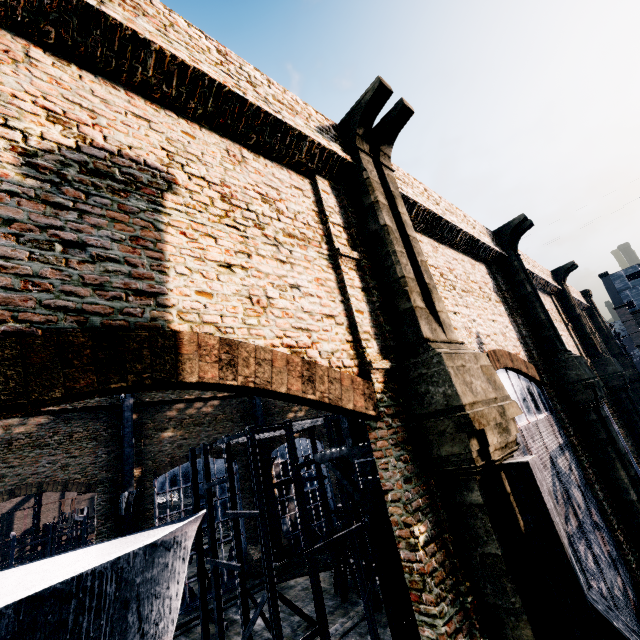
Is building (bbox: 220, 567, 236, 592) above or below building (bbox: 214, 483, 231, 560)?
below

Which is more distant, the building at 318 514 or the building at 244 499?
the building at 318 514

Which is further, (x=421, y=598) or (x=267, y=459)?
(x=267, y=459)

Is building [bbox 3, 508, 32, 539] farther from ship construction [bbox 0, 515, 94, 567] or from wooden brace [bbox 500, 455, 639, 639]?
wooden brace [bbox 500, 455, 639, 639]

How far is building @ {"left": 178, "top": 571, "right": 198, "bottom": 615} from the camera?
25.6 meters

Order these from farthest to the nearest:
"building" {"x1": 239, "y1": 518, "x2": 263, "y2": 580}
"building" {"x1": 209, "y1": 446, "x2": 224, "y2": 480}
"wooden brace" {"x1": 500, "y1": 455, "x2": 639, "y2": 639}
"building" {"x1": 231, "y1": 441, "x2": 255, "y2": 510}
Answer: "building" {"x1": 231, "y1": 441, "x2": 255, "y2": 510}
"building" {"x1": 209, "y1": 446, "x2": 224, "y2": 480}
"building" {"x1": 239, "y1": 518, "x2": 263, "y2": 580}
"wooden brace" {"x1": 500, "y1": 455, "x2": 639, "y2": 639}

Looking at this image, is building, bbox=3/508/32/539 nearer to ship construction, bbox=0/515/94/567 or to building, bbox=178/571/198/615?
ship construction, bbox=0/515/94/567

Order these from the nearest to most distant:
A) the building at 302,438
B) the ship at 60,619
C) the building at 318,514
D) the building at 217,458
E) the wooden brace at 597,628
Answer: the wooden brace at 597,628, the ship at 60,619, the building at 217,458, the building at 318,514, the building at 302,438
